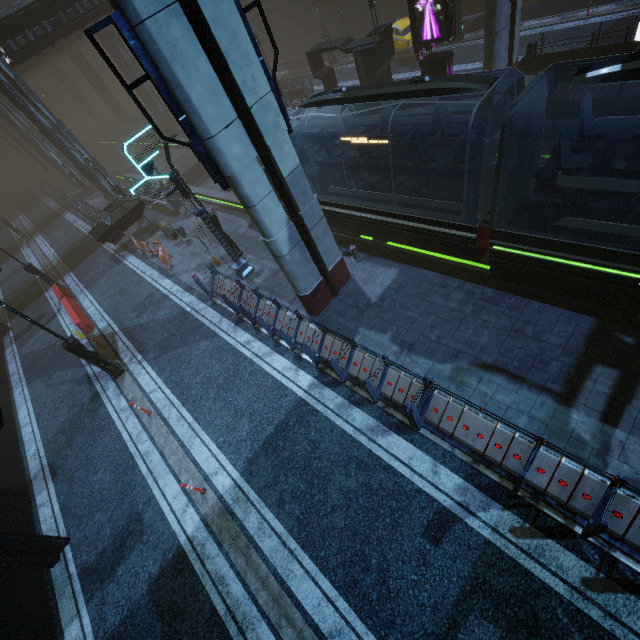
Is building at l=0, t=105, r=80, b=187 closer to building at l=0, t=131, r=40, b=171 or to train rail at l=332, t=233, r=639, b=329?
train rail at l=332, t=233, r=639, b=329

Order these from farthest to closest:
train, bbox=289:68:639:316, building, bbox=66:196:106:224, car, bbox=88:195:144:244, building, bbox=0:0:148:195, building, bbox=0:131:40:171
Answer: building, bbox=0:131:40:171 → building, bbox=66:196:106:224 → building, bbox=0:0:148:195 → car, bbox=88:195:144:244 → train, bbox=289:68:639:316

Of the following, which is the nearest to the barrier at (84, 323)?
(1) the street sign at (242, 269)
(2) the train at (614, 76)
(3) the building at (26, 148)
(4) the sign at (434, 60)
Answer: (1) the street sign at (242, 269)

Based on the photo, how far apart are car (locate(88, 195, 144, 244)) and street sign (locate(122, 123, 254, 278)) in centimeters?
1086cm

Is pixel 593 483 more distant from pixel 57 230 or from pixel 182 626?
pixel 57 230

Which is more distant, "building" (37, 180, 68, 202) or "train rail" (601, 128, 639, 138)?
"building" (37, 180, 68, 202)

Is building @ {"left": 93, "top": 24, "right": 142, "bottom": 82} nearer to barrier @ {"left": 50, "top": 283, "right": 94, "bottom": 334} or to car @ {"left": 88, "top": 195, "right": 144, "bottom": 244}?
car @ {"left": 88, "top": 195, "right": 144, "bottom": 244}

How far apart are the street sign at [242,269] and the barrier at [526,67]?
17.1 meters
